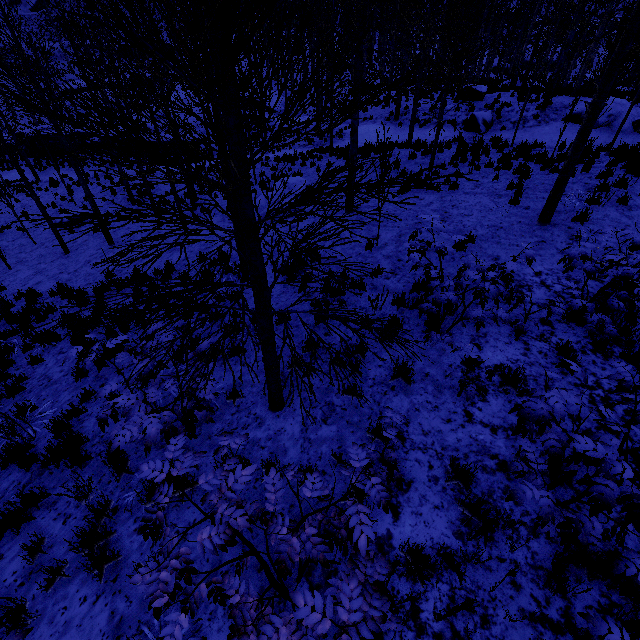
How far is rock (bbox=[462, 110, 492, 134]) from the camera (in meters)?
16.78

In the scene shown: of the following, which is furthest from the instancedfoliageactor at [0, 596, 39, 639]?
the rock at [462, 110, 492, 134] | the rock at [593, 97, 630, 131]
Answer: the rock at [593, 97, 630, 131]

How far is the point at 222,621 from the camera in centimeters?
296cm

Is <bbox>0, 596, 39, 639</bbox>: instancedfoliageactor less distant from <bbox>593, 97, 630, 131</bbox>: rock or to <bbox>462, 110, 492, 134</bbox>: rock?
<bbox>462, 110, 492, 134</bbox>: rock

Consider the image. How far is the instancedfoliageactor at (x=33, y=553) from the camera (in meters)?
3.52

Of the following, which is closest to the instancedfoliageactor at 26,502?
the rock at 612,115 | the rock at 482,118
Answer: the rock at 482,118
